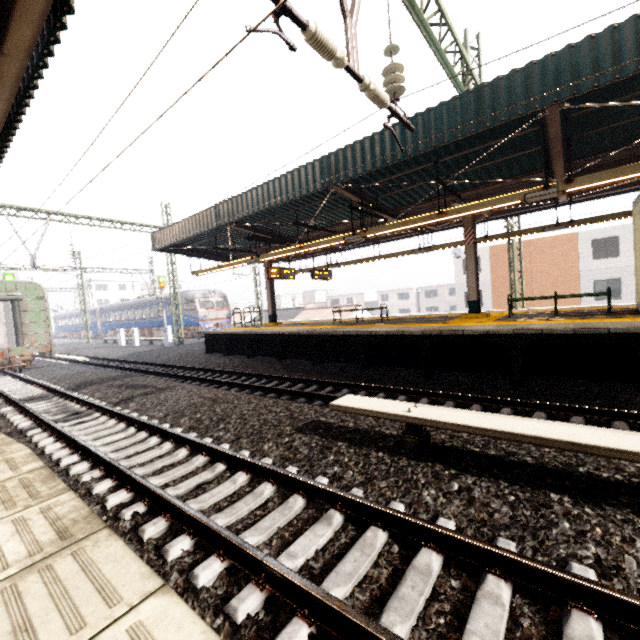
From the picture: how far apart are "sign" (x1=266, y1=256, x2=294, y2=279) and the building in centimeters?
4580cm

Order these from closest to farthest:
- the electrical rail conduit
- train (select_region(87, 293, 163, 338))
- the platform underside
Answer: the electrical rail conduit → the platform underside → train (select_region(87, 293, 163, 338))

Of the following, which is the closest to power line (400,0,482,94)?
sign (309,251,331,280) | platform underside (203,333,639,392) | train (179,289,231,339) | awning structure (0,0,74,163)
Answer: awning structure (0,0,74,163)

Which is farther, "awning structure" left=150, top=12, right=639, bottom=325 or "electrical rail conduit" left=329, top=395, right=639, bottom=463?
"awning structure" left=150, top=12, right=639, bottom=325

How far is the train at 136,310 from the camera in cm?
3228

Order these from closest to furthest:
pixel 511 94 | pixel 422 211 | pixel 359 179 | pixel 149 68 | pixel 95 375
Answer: pixel 149 68
pixel 511 94
pixel 359 179
pixel 422 211
pixel 95 375

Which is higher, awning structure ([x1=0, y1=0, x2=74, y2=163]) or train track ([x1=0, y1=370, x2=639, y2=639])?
awning structure ([x1=0, y1=0, x2=74, y2=163])

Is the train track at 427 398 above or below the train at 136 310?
below
